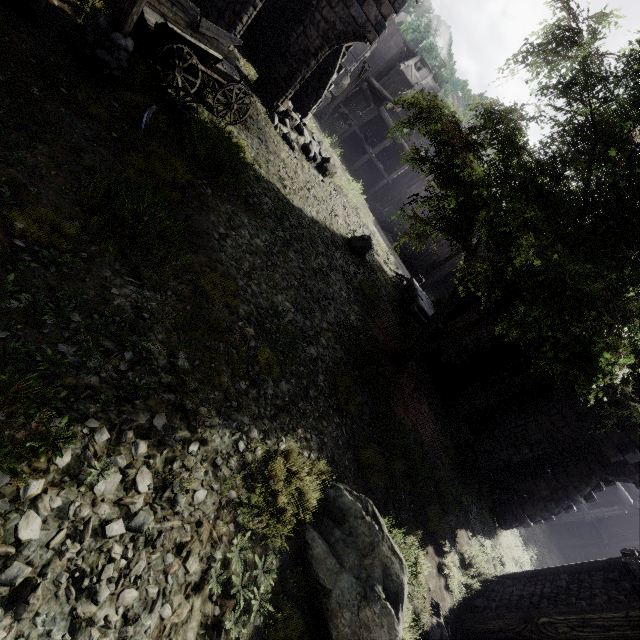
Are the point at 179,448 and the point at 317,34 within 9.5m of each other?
no

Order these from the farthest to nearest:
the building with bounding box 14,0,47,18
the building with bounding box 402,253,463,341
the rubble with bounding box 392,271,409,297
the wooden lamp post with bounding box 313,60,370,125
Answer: the wooden lamp post with bounding box 313,60,370,125, the rubble with bounding box 392,271,409,297, the building with bounding box 402,253,463,341, the building with bounding box 14,0,47,18

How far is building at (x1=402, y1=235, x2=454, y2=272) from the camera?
28.9 meters

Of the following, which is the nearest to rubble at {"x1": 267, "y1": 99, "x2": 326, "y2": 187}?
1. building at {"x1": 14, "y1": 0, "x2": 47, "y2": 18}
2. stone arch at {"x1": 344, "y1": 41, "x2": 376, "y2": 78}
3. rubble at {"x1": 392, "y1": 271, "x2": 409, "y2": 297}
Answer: building at {"x1": 14, "y1": 0, "x2": 47, "y2": 18}

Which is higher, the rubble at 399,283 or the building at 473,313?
the building at 473,313

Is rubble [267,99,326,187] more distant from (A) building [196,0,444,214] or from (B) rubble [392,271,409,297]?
(B) rubble [392,271,409,297]

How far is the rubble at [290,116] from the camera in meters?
13.6 m
